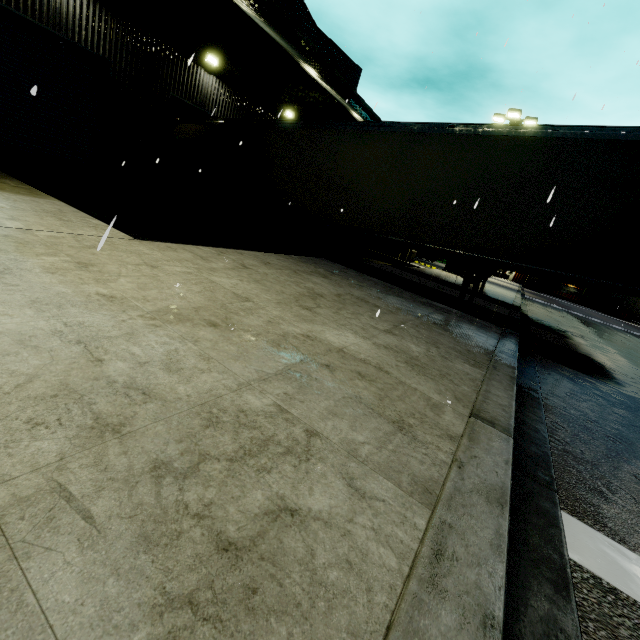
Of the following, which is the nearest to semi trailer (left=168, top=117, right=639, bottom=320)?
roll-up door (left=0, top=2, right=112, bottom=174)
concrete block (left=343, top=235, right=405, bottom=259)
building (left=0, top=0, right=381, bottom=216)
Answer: building (left=0, top=0, right=381, bottom=216)

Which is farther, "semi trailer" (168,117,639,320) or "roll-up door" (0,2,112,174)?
"roll-up door" (0,2,112,174)

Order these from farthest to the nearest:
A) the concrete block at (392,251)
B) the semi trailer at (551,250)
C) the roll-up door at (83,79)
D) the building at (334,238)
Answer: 1. the building at (334,238)
2. the concrete block at (392,251)
3. the roll-up door at (83,79)
4. the semi trailer at (551,250)

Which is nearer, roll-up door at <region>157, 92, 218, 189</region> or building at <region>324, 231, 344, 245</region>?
roll-up door at <region>157, 92, 218, 189</region>

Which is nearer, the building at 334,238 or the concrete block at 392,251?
the concrete block at 392,251

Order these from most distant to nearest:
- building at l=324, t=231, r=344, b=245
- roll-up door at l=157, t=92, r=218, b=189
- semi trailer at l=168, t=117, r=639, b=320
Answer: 1. building at l=324, t=231, r=344, b=245
2. roll-up door at l=157, t=92, r=218, b=189
3. semi trailer at l=168, t=117, r=639, b=320

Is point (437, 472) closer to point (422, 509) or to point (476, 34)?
point (422, 509)

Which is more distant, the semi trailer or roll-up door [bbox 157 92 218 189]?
roll-up door [bbox 157 92 218 189]
